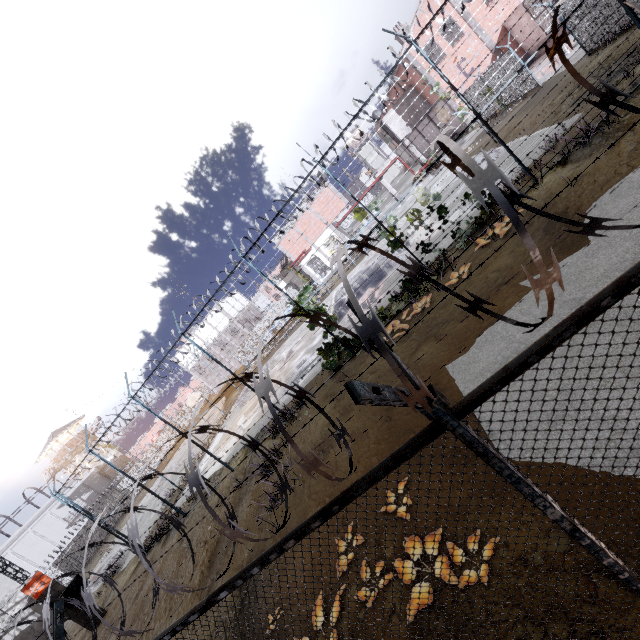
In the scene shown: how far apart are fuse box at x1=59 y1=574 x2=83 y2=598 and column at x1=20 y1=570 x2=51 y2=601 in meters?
0.0 m

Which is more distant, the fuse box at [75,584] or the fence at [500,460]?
the fuse box at [75,584]

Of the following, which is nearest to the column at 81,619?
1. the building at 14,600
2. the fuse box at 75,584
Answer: the fuse box at 75,584

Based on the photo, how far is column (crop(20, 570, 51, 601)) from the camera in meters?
14.1

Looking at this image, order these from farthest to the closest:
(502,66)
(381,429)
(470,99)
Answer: (470,99)
(502,66)
(381,429)

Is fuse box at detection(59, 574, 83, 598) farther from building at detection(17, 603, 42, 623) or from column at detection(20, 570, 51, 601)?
building at detection(17, 603, 42, 623)

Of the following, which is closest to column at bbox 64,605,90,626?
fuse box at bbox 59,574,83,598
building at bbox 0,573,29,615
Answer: fuse box at bbox 59,574,83,598
